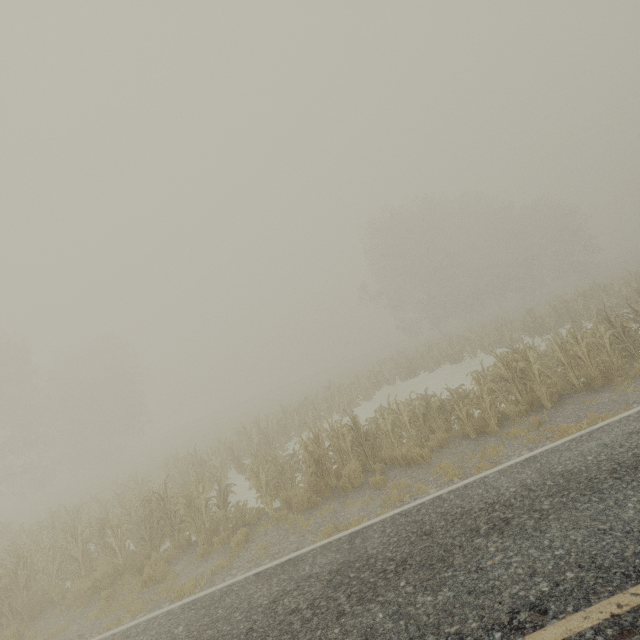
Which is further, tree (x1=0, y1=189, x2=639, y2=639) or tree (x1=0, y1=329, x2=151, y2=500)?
tree (x1=0, y1=329, x2=151, y2=500)

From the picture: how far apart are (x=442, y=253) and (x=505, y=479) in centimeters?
3247cm

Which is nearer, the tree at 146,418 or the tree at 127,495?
the tree at 127,495
